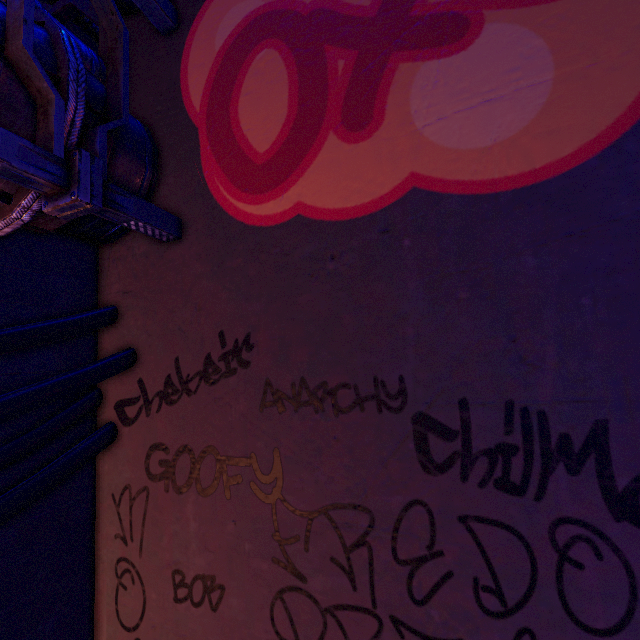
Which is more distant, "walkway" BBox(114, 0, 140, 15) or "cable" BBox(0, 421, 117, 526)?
"walkway" BBox(114, 0, 140, 15)

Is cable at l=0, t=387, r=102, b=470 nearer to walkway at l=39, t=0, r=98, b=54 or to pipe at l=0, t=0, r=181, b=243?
pipe at l=0, t=0, r=181, b=243

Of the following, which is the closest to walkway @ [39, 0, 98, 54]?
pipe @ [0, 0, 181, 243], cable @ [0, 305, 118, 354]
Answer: pipe @ [0, 0, 181, 243]

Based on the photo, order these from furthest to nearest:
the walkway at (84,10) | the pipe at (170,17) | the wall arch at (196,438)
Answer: the walkway at (84,10), the pipe at (170,17), the wall arch at (196,438)

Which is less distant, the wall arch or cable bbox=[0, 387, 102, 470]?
the wall arch

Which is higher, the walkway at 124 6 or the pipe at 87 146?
the walkway at 124 6

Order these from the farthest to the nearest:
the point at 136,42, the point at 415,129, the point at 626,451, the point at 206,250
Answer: the point at 136,42, the point at 206,250, the point at 415,129, the point at 626,451
